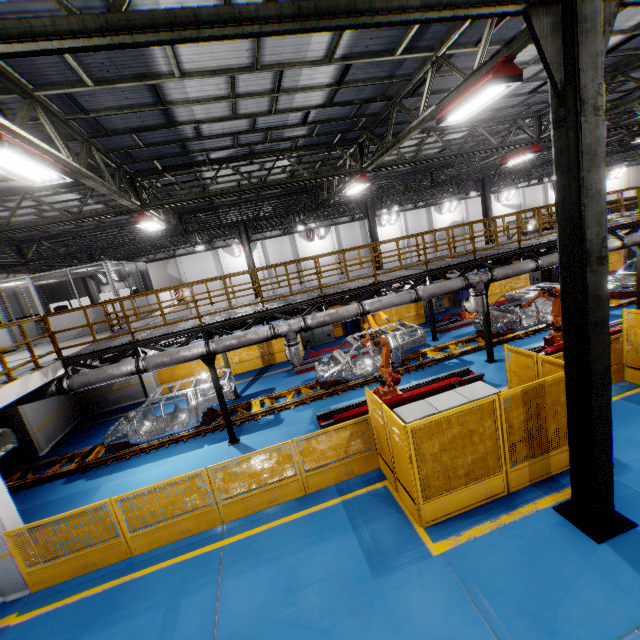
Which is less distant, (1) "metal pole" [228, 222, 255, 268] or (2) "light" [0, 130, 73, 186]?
(2) "light" [0, 130, 73, 186]

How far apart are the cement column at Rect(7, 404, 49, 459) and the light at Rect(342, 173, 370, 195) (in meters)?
14.77

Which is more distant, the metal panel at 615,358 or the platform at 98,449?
the platform at 98,449

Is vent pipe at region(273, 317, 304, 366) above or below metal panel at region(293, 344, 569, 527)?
above

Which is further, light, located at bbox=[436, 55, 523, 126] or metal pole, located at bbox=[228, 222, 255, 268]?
metal pole, located at bbox=[228, 222, 255, 268]

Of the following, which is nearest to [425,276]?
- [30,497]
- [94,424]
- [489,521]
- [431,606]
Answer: [489,521]

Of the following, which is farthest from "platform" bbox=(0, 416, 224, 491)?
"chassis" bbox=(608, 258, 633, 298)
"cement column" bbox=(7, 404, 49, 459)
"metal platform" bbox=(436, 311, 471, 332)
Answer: "metal platform" bbox=(436, 311, 471, 332)

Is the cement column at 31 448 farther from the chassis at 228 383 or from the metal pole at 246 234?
the metal pole at 246 234
